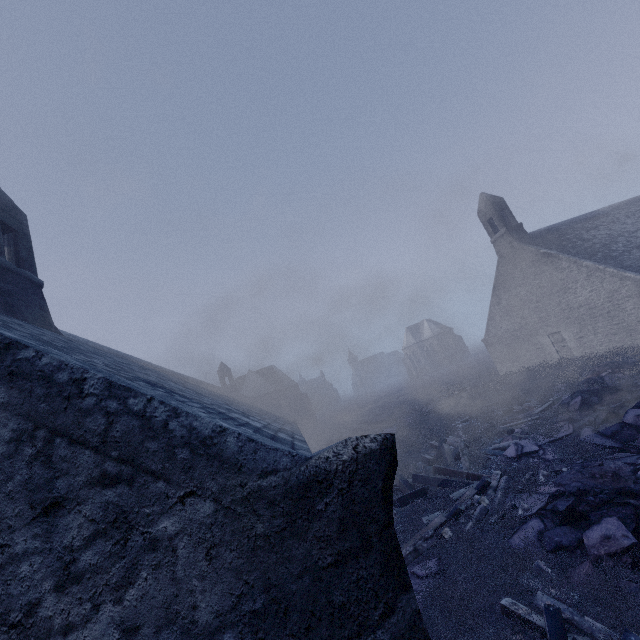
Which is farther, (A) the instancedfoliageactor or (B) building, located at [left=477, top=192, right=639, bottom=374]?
(B) building, located at [left=477, top=192, right=639, bottom=374]

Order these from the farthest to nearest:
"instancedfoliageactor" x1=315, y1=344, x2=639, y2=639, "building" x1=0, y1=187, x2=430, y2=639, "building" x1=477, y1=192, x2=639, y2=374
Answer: "building" x1=477, y1=192, x2=639, y2=374 < "instancedfoliageactor" x1=315, y1=344, x2=639, y2=639 < "building" x1=0, y1=187, x2=430, y2=639

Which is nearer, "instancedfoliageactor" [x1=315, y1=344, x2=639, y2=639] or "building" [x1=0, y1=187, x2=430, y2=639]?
"building" [x1=0, y1=187, x2=430, y2=639]

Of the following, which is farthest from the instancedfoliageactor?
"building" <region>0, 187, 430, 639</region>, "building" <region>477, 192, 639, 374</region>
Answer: "building" <region>477, 192, 639, 374</region>

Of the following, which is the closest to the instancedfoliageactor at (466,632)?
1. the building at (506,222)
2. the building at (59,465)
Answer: the building at (59,465)

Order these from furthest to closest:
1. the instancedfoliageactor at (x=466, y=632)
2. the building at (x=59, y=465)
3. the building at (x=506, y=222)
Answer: the building at (x=506, y=222)
the instancedfoliageactor at (x=466, y=632)
the building at (x=59, y=465)

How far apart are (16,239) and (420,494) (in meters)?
13.22

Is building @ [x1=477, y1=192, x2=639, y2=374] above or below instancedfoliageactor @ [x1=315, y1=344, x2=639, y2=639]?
above
